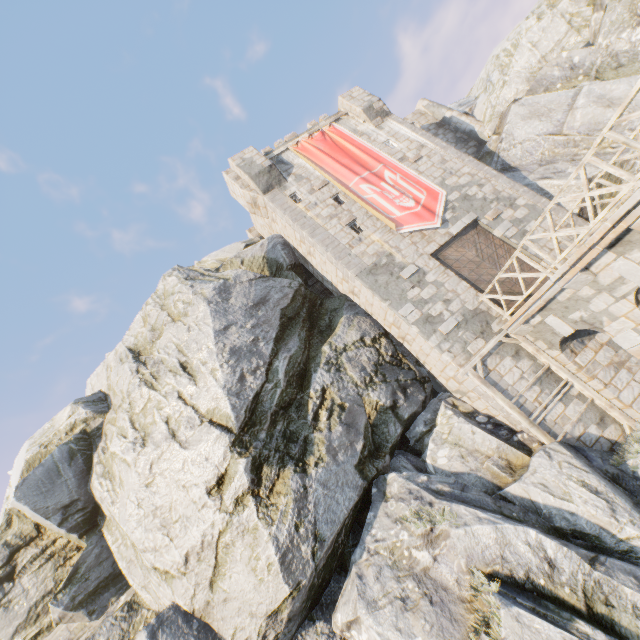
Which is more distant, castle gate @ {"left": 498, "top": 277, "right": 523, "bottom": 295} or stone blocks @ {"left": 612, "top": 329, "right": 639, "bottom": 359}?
castle gate @ {"left": 498, "top": 277, "right": 523, "bottom": 295}

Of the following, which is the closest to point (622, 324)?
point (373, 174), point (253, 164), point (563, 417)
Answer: point (563, 417)

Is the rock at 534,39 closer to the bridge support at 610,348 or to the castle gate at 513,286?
the bridge support at 610,348

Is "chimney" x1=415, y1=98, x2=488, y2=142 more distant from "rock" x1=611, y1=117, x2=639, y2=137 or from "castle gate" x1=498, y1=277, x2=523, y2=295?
"castle gate" x1=498, y1=277, x2=523, y2=295

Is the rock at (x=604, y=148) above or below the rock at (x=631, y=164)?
above

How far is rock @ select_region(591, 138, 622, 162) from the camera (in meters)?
14.21

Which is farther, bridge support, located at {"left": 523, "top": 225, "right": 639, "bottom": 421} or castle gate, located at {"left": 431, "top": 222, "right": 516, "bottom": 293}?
castle gate, located at {"left": 431, "top": 222, "right": 516, "bottom": 293}
